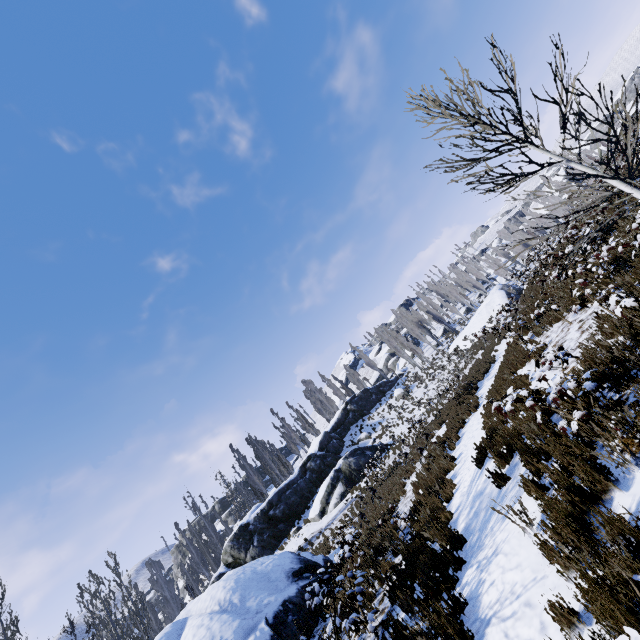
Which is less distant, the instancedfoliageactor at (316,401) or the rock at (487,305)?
the rock at (487,305)

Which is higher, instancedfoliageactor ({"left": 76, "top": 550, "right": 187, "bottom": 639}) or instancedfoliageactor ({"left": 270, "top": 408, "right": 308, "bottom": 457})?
instancedfoliageactor ({"left": 270, "top": 408, "right": 308, "bottom": 457})

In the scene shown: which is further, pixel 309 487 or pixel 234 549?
pixel 309 487

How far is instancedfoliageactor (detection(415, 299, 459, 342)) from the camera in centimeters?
5331cm

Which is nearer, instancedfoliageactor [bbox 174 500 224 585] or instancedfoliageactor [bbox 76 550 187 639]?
instancedfoliageactor [bbox 76 550 187 639]

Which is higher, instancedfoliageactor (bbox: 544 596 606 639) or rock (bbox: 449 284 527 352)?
rock (bbox: 449 284 527 352)
